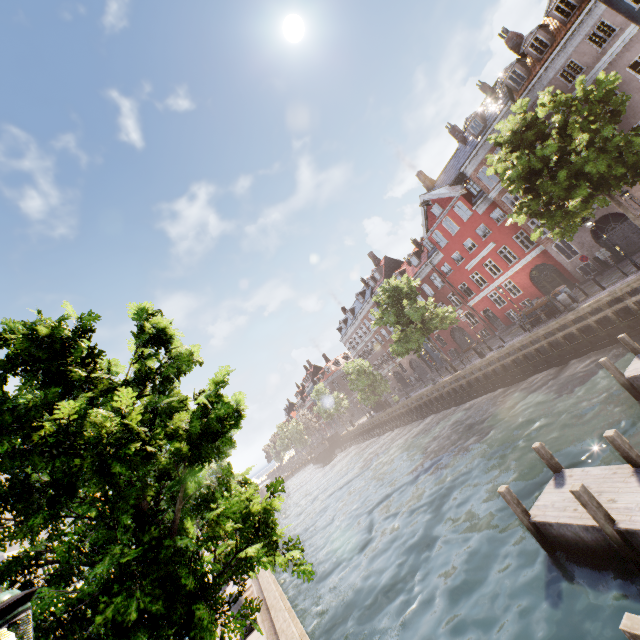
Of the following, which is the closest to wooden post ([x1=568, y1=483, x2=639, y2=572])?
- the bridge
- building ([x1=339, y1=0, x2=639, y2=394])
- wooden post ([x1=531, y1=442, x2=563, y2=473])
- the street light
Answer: wooden post ([x1=531, y1=442, x2=563, y2=473])

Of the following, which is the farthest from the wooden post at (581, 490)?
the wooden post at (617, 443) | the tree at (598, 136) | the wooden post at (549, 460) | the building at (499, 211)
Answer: the building at (499, 211)

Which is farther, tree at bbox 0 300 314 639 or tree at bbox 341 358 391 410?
tree at bbox 341 358 391 410

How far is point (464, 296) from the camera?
35.3 meters

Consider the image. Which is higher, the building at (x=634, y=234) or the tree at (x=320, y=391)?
the tree at (x=320, y=391)

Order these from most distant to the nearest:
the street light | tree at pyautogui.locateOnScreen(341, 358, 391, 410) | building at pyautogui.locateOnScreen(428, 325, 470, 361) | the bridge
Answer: the bridge → tree at pyautogui.locateOnScreen(341, 358, 391, 410) → building at pyautogui.locateOnScreen(428, 325, 470, 361) → the street light

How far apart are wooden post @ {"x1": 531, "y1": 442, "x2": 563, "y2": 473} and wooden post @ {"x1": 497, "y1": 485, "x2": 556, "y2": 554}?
1.7m

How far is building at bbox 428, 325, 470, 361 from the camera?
38.4 meters
